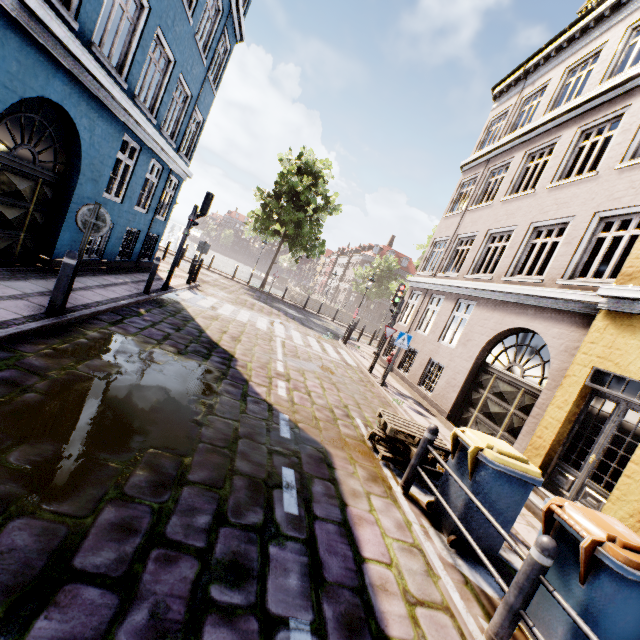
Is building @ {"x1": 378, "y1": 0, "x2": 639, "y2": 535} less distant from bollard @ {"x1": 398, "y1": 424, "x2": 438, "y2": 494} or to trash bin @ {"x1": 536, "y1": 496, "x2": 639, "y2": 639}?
trash bin @ {"x1": 536, "y1": 496, "x2": 639, "y2": 639}

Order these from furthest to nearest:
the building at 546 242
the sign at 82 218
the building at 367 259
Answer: the building at 367 259 < the building at 546 242 < the sign at 82 218

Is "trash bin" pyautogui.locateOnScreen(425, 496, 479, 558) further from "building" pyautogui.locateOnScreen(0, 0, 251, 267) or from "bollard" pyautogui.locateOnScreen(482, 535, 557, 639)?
"building" pyautogui.locateOnScreen(0, 0, 251, 267)

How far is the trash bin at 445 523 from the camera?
4.0 meters

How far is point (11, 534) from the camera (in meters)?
2.12

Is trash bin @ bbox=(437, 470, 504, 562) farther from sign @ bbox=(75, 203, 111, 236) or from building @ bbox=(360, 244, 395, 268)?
building @ bbox=(360, 244, 395, 268)

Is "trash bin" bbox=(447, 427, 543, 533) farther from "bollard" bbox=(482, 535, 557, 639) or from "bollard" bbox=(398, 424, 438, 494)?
"bollard" bbox=(482, 535, 557, 639)

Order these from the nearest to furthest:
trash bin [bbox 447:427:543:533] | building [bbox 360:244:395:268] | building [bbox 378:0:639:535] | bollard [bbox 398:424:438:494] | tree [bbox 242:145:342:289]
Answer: trash bin [bbox 447:427:543:533] → bollard [bbox 398:424:438:494] → building [bbox 378:0:639:535] → tree [bbox 242:145:342:289] → building [bbox 360:244:395:268]
